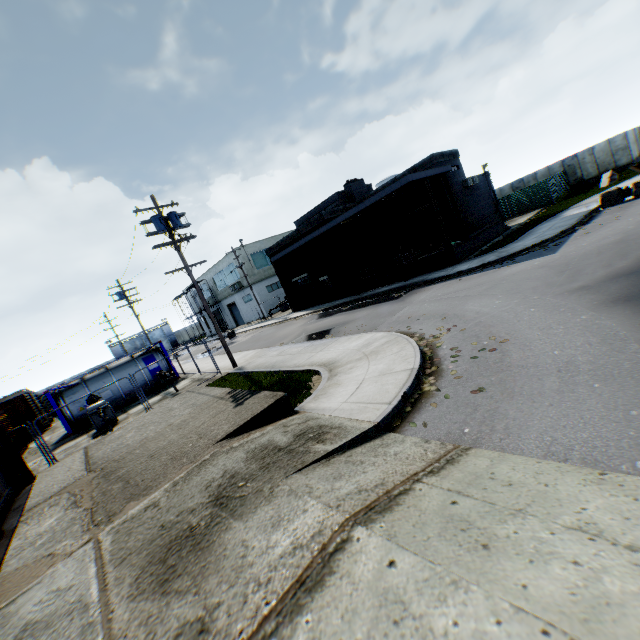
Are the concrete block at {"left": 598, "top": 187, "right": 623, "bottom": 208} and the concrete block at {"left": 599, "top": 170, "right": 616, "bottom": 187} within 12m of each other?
yes

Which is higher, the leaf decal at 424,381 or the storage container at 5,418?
the storage container at 5,418

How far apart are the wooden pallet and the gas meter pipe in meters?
19.4

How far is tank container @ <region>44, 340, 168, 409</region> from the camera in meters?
19.3 m

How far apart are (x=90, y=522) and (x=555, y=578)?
7.2m

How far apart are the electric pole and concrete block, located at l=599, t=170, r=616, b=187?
31.6 meters

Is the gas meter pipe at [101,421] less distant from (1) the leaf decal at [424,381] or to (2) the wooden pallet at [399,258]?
(1) the leaf decal at [424,381]

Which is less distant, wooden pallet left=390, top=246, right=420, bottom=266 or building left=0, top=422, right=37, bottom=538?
building left=0, top=422, right=37, bottom=538
